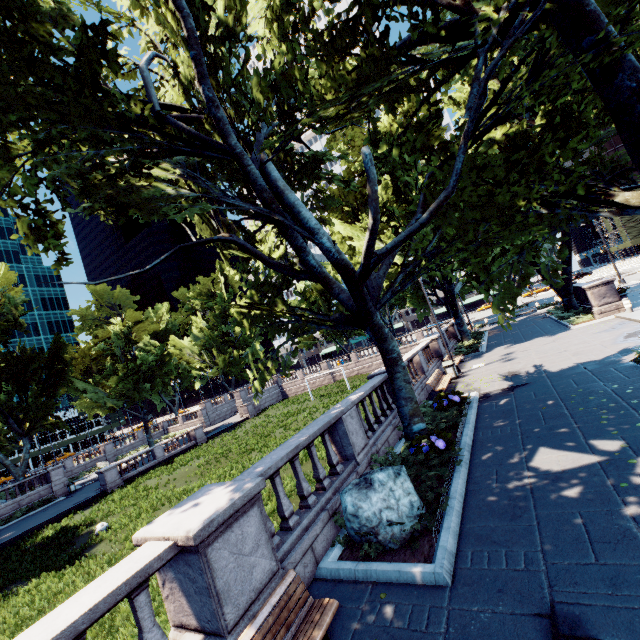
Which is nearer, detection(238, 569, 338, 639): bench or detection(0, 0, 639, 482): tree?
detection(238, 569, 338, 639): bench

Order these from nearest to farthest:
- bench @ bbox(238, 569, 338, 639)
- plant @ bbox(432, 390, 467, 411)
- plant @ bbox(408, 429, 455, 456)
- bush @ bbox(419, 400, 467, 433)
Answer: bench @ bbox(238, 569, 338, 639)
plant @ bbox(408, 429, 455, 456)
bush @ bbox(419, 400, 467, 433)
plant @ bbox(432, 390, 467, 411)

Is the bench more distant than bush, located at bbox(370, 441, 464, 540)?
No

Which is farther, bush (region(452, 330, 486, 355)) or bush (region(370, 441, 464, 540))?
bush (region(452, 330, 486, 355))

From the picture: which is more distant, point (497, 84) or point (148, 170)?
point (497, 84)

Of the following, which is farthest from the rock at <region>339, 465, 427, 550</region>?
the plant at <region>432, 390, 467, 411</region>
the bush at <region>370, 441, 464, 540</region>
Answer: the plant at <region>432, 390, 467, 411</region>

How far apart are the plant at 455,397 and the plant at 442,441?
2.8 meters

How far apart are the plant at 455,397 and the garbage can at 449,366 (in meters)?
4.95
